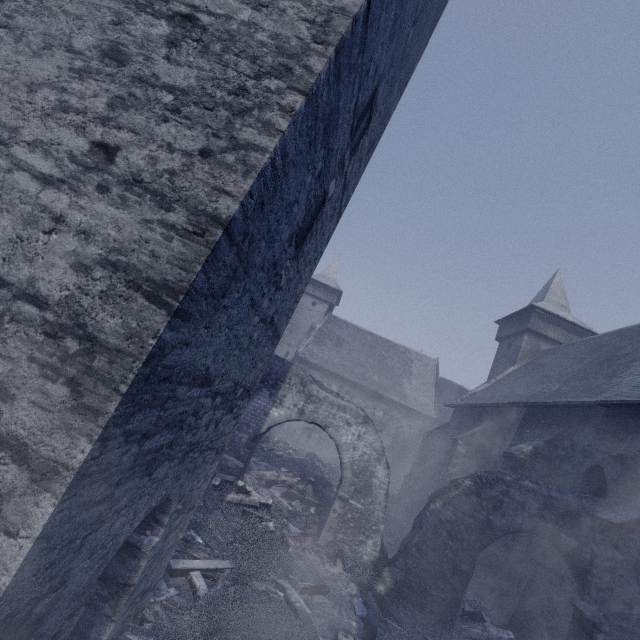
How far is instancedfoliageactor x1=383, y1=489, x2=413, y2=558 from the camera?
11.7m

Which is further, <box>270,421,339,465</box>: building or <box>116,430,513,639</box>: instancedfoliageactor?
<box>270,421,339,465</box>: building

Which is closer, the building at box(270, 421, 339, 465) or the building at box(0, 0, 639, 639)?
the building at box(0, 0, 639, 639)

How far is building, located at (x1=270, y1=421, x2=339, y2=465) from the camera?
25.9m

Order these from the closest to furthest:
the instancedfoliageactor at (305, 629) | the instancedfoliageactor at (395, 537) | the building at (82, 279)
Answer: the building at (82, 279) < the instancedfoliageactor at (305, 629) < the instancedfoliageactor at (395, 537)

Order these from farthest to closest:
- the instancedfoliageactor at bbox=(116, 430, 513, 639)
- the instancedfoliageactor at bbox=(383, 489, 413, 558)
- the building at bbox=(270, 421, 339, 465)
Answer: the building at bbox=(270, 421, 339, 465)
the instancedfoliageactor at bbox=(383, 489, 413, 558)
the instancedfoliageactor at bbox=(116, 430, 513, 639)

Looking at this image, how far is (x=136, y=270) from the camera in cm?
191

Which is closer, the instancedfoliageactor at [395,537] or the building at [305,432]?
the instancedfoliageactor at [395,537]
